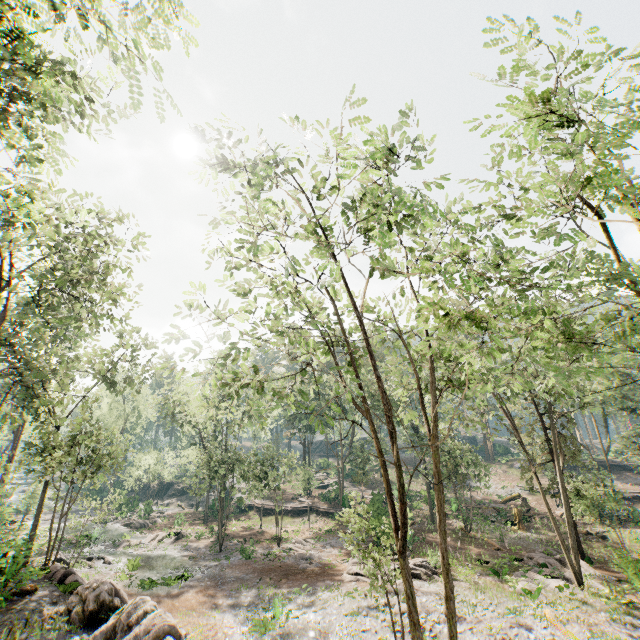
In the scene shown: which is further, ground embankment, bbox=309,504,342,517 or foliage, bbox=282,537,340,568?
ground embankment, bbox=309,504,342,517

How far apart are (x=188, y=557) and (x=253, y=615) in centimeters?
1376cm

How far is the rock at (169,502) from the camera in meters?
53.0

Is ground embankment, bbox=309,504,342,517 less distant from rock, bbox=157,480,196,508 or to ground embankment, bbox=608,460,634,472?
rock, bbox=157,480,196,508

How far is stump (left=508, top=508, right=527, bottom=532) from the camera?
31.2 meters

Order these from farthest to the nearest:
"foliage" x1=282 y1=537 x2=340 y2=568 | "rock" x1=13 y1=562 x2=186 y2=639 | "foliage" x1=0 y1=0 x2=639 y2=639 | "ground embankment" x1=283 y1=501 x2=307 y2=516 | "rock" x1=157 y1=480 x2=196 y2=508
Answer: "rock" x1=157 y1=480 x2=196 y2=508 → "ground embankment" x1=283 y1=501 x2=307 y2=516 → "foliage" x1=282 y1=537 x2=340 y2=568 → "rock" x1=13 y1=562 x2=186 y2=639 → "foliage" x1=0 y1=0 x2=639 y2=639

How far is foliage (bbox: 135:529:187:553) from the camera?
31.6m

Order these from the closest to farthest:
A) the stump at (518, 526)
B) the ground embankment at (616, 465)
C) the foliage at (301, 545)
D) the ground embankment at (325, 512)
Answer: the foliage at (301, 545)
the stump at (518, 526)
the ground embankment at (325, 512)
the ground embankment at (616, 465)
